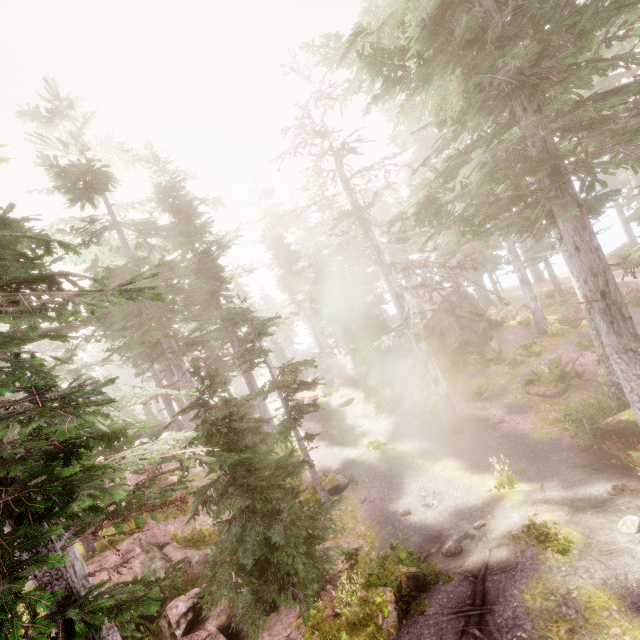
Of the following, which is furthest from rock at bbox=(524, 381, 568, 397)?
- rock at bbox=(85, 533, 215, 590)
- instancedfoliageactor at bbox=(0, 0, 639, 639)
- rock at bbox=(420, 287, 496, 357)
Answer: rock at bbox=(85, 533, 215, 590)

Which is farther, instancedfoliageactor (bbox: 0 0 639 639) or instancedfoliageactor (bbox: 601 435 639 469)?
instancedfoliageactor (bbox: 601 435 639 469)

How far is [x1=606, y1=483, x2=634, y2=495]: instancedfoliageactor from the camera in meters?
9.1 m

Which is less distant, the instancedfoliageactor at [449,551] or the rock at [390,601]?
the rock at [390,601]

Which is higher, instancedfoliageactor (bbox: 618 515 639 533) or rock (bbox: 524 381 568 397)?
instancedfoliageactor (bbox: 618 515 639 533)

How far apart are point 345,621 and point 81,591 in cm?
774

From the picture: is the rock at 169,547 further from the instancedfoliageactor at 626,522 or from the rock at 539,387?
the rock at 539,387
